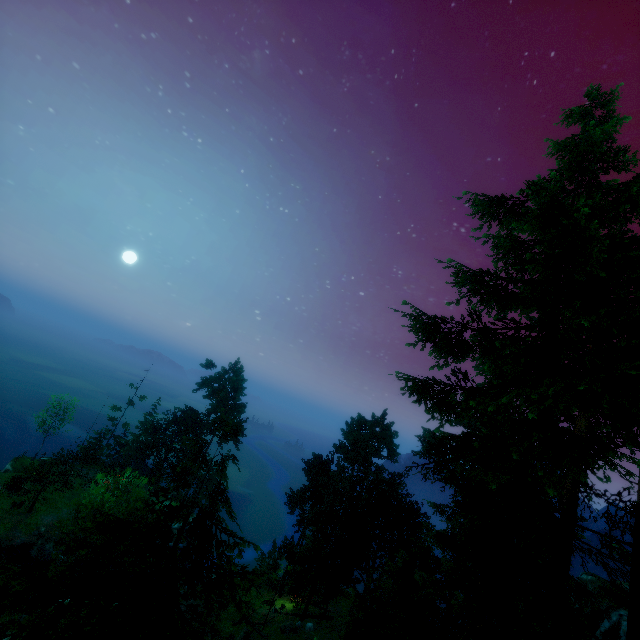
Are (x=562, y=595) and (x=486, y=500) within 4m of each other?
yes

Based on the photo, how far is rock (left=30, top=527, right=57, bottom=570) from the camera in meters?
33.8 m

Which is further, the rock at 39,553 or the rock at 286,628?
the rock at 39,553

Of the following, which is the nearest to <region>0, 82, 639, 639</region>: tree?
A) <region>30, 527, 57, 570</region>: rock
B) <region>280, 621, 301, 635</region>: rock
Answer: <region>280, 621, 301, 635</region>: rock

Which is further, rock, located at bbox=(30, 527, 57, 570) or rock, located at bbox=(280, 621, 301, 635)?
rock, located at bbox=(30, 527, 57, 570)

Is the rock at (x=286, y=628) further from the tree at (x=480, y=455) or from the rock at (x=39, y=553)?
the rock at (x=39, y=553)

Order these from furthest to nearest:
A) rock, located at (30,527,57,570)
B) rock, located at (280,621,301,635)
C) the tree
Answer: rock, located at (30,527,57,570) → rock, located at (280,621,301,635) → the tree

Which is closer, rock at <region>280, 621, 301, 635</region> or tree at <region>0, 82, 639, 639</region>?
tree at <region>0, 82, 639, 639</region>
